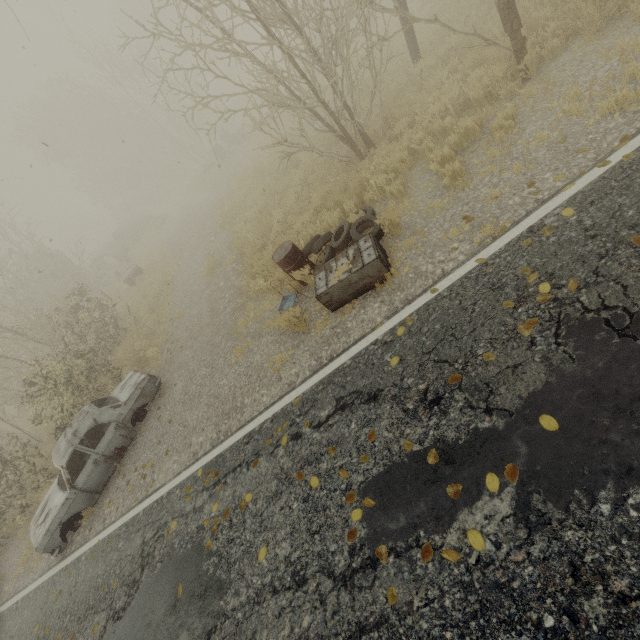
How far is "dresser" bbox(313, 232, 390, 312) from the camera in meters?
5.2

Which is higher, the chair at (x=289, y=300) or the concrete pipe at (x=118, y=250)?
the concrete pipe at (x=118, y=250)

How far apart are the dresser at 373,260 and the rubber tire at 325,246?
0.2m

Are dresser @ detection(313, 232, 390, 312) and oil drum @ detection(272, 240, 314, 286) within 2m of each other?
yes

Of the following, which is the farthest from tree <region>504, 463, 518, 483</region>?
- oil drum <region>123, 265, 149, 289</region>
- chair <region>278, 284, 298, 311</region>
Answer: oil drum <region>123, 265, 149, 289</region>

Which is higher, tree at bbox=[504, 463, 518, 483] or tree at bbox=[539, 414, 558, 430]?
tree at bbox=[504, 463, 518, 483]

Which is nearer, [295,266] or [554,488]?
[554,488]

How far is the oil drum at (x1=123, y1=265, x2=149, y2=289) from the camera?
17.2m
